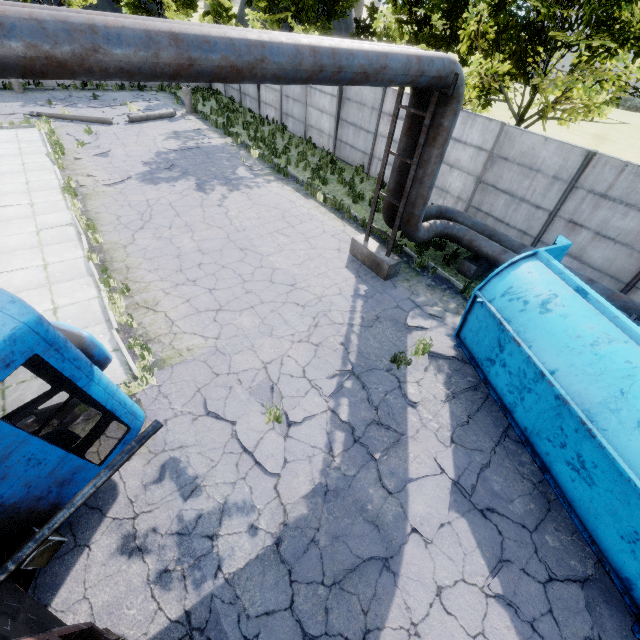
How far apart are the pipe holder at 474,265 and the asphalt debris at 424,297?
1.7m

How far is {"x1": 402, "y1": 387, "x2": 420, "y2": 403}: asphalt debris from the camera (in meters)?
6.70

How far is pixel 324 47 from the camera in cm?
494

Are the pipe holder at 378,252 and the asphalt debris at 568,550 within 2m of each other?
no

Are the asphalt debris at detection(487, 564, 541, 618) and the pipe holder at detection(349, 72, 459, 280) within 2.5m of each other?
no

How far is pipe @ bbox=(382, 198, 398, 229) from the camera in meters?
9.6 m

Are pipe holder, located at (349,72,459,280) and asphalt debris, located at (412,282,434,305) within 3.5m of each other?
yes
